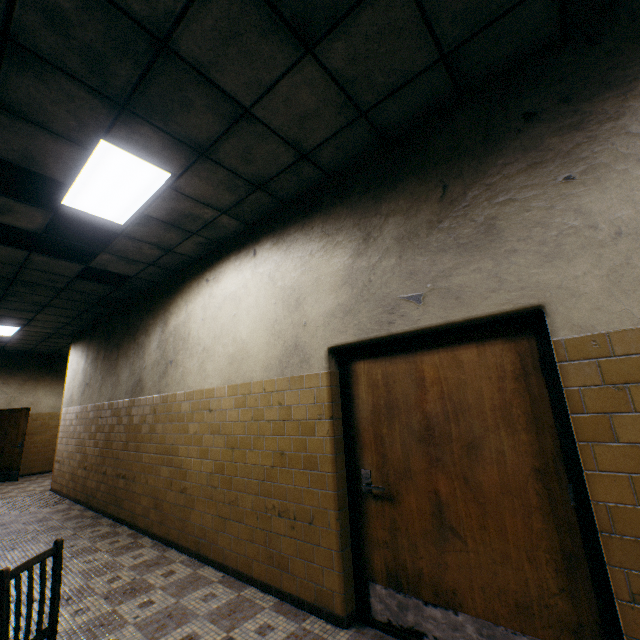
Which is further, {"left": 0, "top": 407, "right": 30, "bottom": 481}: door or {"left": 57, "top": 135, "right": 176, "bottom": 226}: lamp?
{"left": 0, "top": 407, "right": 30, "bottom": 481}: door

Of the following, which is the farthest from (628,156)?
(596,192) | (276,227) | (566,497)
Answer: (276,227)

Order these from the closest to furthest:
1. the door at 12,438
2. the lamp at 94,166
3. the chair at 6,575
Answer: the chair at 6,575 → the lamp at 94,166 → the door at 12,438

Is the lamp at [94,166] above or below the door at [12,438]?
above

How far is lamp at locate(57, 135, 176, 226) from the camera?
2.9 meters

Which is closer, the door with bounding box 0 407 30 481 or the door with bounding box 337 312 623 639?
the door with bounding box 337 312 623 639

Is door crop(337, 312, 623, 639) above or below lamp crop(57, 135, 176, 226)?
below

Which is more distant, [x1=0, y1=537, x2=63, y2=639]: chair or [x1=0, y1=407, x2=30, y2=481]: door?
[x1=0, y1=407, x2=30, y2=481]: door
